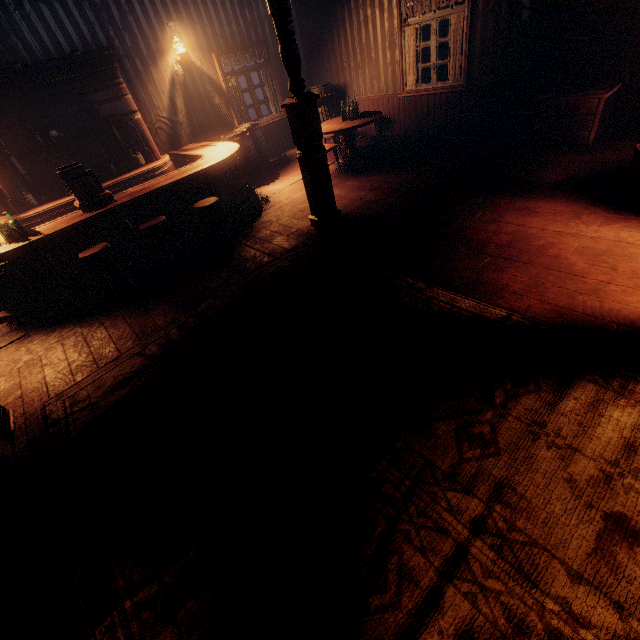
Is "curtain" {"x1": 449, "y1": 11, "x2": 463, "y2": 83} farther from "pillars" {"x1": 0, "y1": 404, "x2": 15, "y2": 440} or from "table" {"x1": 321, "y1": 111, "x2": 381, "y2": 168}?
"pillars" {"x1": 0, "y1": 404, "x2": 15, "y2": 440}

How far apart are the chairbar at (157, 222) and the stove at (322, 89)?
5.9m

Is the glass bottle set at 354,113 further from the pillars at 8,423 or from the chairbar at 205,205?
the pillars at 8,423

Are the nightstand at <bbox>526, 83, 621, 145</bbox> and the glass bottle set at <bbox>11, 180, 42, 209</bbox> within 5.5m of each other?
no

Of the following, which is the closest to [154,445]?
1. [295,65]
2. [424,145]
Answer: [295,65]

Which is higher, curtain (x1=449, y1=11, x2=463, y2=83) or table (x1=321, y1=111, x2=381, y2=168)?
curtain (x1=449, y1=11, x2=463, y2=83)

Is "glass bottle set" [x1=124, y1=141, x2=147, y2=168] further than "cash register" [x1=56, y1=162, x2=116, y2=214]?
Yes

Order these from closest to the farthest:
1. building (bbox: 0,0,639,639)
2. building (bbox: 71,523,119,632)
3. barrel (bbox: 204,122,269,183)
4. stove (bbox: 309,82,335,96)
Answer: building (bbox: 71,523,119,632) < building (bbox: 0,0,639,639) < barrel (bbox: 204,122,269,183) < stove (bbox: 309,82,335,96)
